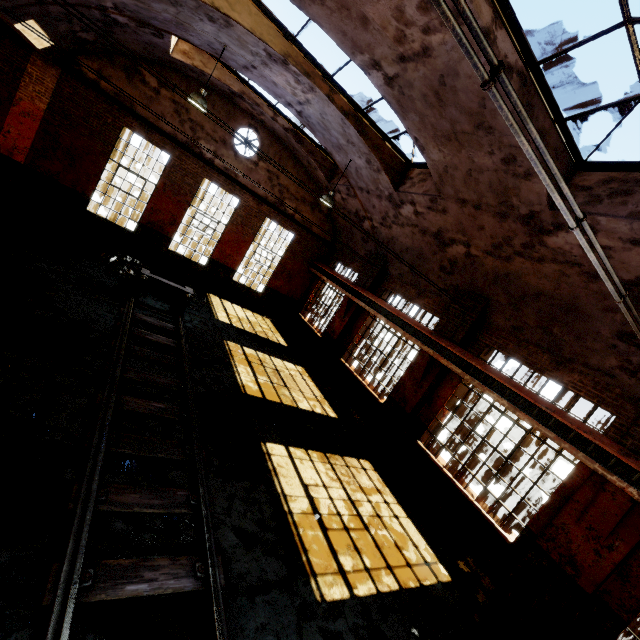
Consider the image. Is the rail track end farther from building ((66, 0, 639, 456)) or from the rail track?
building ((66, 0, 639, 456))

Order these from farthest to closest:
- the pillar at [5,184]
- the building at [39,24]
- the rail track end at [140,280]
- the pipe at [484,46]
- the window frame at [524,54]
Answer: the pillar at [5,184], the rail track end at [140,280], the building at [39,24], the window frame at [524,54], the pipe at [484,46]

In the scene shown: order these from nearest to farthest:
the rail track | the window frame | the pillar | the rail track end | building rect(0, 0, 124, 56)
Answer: the rail track → the window frame → building rect(0, 0, 124, 56) → the rail track end → the pillar

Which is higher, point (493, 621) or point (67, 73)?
point (67, 73)

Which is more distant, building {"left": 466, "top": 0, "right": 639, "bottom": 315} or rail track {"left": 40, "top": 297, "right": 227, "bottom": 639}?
building {"left": 466, "top": 0, "right": 639, "bottom": 315}

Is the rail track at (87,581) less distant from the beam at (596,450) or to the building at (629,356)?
the building at (629,356)

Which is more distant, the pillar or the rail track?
the pillar

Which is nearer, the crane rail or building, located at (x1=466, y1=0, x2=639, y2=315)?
building, located at (x1=466, y1=0, x2=639, y2=315)
